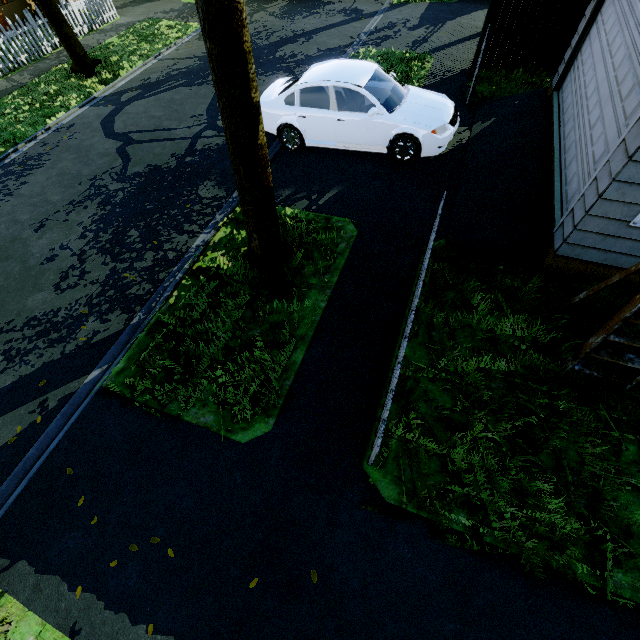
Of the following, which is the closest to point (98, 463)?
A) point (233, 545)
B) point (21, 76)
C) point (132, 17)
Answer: point (233, 545)

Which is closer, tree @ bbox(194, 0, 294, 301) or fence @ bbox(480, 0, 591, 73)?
tree @ bbox(194, 0, 294, 301)

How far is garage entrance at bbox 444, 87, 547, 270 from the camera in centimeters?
534cm

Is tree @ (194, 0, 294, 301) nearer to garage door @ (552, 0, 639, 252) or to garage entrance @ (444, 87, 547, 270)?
garage door @ (552, 0, 639, 252)

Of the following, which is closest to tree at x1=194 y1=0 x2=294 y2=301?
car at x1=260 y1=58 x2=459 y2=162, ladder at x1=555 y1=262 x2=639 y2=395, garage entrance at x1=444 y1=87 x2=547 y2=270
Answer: garage entrance at x1=444 y1=87 x2=547 y2=270

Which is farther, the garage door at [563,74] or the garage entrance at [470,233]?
the garage entrance at [470,233]

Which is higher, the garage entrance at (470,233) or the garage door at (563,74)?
the garage door at (563,74)
